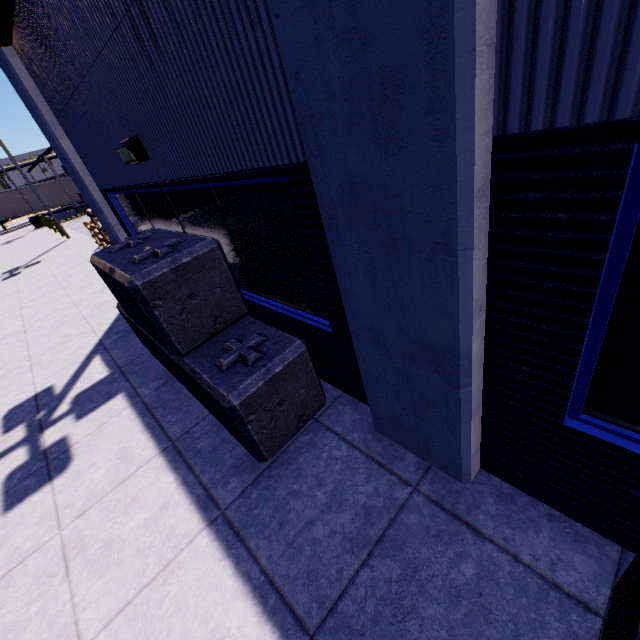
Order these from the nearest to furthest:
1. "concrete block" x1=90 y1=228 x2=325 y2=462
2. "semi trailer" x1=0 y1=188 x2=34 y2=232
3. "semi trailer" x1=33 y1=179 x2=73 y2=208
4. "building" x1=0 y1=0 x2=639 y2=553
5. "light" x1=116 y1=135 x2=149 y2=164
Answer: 1. "building" x1=0 y1=0 x2=639 y2=553
2. "concrete block" x1=90 y1=228 x2=325 y2=462
3. "light" x1=116 y1=135 x2=149 y2=164
4. "semi trailer" x1=0 y1=188 x2=34 y2=232
5. "semi trailer" x1=33 y1=179 x2=73 y2=208

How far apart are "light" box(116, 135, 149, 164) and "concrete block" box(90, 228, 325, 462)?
0.8 meters

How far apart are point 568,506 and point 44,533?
4.75m

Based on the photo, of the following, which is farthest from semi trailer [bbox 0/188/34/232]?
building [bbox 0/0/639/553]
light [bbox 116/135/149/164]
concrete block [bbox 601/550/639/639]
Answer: light [bbox 116/135/149/164]

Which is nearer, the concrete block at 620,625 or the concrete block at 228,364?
the concrete block at 620,625

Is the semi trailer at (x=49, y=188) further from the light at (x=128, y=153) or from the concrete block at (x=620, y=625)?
the light at (x=128, y=153)

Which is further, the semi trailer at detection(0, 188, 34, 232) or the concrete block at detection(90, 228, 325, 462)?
the semi trailer at detection(0, 188, 34, 232)

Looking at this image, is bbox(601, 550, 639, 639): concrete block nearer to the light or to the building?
the building
